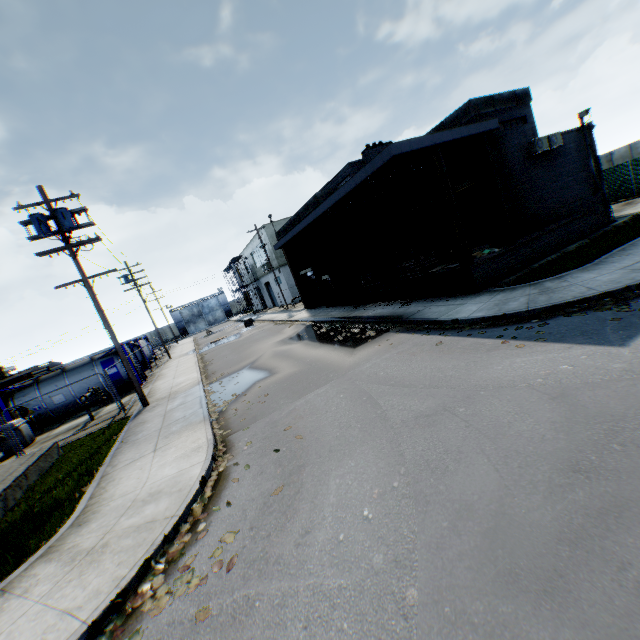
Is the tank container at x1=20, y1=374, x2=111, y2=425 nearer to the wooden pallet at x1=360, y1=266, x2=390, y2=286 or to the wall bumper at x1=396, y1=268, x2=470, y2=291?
the wooden pallet at x1=360, y1=266, x2=390, y2=286

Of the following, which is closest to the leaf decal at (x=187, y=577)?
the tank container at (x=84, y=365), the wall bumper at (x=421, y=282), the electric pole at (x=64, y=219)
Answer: the electric pole at (x=64, y=219)

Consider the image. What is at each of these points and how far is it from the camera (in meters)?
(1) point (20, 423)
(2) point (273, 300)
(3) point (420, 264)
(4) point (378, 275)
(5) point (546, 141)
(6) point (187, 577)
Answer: (1) gas meter pipe, 15.43
(2) building, 48.38
(3) wooden pallet, 14.73
(4) wooden pallet, 18.25
(5) air conditioner, 14.32
(6) leaf decal, 4.16

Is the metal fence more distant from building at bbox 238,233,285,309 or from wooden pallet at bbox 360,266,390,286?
wooden pallet at bbox 360,266,390,286

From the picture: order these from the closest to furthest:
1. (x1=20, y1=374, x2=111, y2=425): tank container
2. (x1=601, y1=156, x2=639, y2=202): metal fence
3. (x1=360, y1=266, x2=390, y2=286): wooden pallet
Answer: (x1=360, y1=266, x2=390, y2=286): wooden pallet
(x1=20, y1=374, x2=111, y2=425): tank container
(x1=601, y1=156, x2=639, y2=202): metal fence

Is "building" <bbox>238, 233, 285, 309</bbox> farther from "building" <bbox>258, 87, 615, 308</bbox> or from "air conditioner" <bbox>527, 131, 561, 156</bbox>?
"air conditioner" <bbox>527, 131, 561, 156</bbox>

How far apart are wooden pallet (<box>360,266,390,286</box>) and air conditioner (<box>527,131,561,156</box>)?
8.2 meters

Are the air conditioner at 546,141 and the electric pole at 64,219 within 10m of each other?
no
